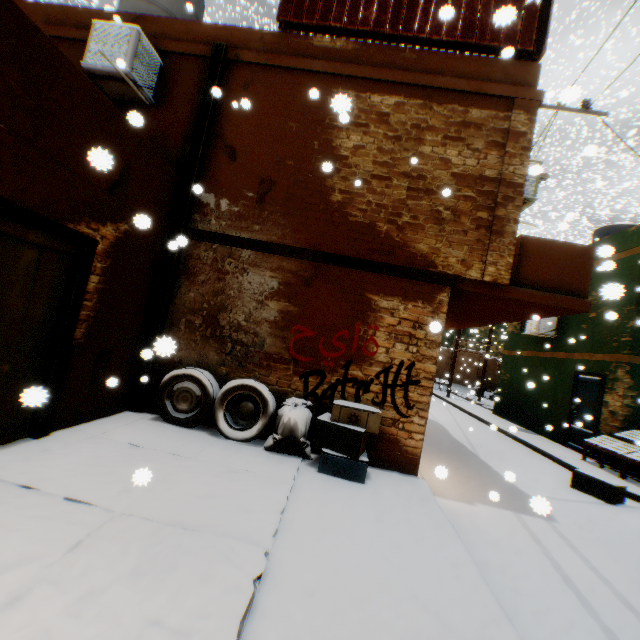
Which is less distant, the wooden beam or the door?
the door

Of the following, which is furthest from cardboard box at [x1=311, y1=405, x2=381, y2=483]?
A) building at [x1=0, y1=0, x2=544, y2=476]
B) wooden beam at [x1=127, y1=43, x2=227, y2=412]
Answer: wooden beam at [x1=127, y1=43, x2=227, y2=412]

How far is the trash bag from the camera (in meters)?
4.78

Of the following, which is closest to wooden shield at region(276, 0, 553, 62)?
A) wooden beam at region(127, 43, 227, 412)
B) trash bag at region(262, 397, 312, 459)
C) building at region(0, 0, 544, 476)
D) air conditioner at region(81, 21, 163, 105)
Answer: building at region(0, 0, 544, 476)

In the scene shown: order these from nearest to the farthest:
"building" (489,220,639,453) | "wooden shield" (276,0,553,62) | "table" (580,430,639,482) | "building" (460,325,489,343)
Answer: "wooden shield" (276,0,553,62) → "table" (580,430,639,482) → "building" (489,220,639,453) → "building" (460,325,489,343)

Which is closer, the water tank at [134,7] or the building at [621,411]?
the water tank at [134,7]

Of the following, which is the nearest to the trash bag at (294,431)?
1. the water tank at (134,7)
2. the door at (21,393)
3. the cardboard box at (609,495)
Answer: the door at (21,393)

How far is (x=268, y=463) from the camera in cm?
441
